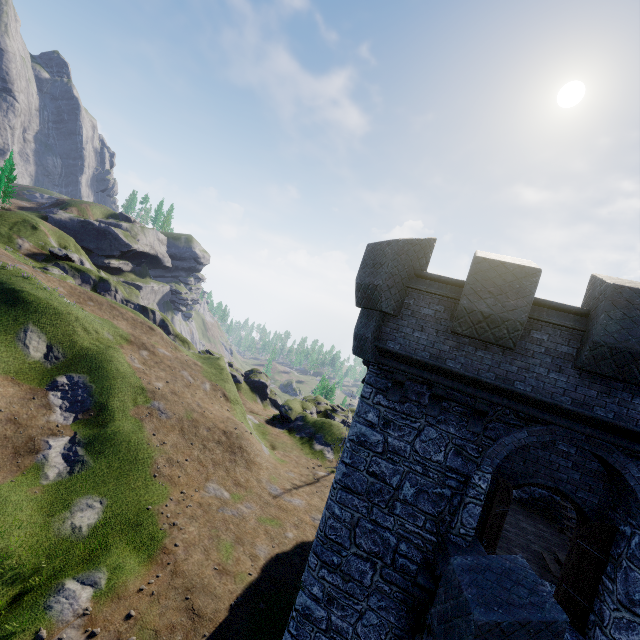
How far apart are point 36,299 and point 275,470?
28.7 meters

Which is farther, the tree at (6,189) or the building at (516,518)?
the tree at (6,189)

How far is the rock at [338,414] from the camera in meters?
53.0

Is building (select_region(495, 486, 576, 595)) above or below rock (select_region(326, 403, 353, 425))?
above

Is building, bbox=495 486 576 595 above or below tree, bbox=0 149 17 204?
below

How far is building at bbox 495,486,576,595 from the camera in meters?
9.6

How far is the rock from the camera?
53.03m

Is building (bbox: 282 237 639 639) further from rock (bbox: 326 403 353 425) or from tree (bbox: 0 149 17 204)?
tree (bbox: 0 149 17 204)
